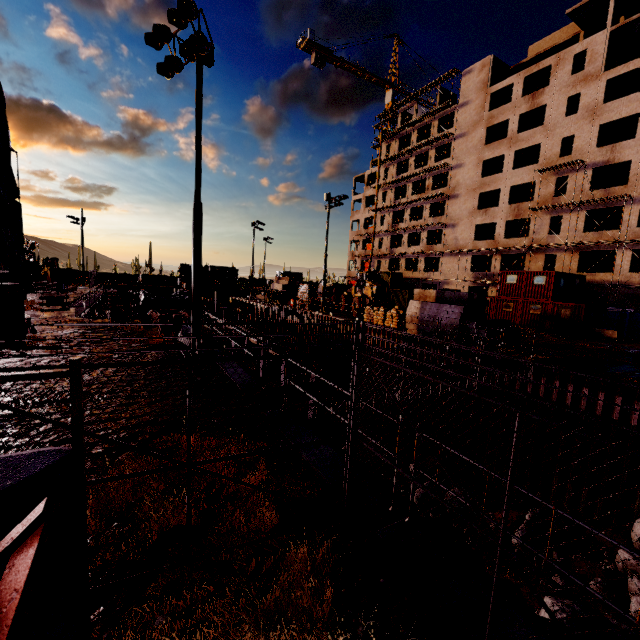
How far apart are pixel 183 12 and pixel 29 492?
13.57m

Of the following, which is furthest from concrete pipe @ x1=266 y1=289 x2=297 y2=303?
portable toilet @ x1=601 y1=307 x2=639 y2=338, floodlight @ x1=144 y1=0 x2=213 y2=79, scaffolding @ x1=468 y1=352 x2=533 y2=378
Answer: portable toilet @ x1=601 y1=307 x2=639 y2=338

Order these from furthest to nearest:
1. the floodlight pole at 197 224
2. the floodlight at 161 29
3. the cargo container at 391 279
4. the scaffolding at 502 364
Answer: the cargo container at 391 279
the scaffolding at 502 364
the floodlight pole at 197 224
the floodlight at 161 29

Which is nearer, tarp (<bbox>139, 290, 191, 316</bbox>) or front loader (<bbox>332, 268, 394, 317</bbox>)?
tarp (<bbox>139, 290, 191, 316</bbox>)

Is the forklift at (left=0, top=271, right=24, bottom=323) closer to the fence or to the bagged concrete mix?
the bagged concrete mix

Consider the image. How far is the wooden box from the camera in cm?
3409

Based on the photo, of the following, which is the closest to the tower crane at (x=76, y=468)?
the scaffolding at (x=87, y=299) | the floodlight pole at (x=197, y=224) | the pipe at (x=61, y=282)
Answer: the floodlight pole at (x=197, y=224)

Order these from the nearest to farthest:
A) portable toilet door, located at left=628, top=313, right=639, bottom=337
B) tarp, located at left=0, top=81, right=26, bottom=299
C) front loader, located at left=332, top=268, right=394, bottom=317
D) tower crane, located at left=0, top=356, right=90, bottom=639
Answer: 1. tower crane, located at left=0, top=356, right=90, bottom=639
2. tarp, located at left=0, top=81, right=26, bottom=299
3. portable toilet door, located at left=628, top=313, right=639, bottom=337
4. front loader, located at left=332, top=268, right=394, bottom=317
